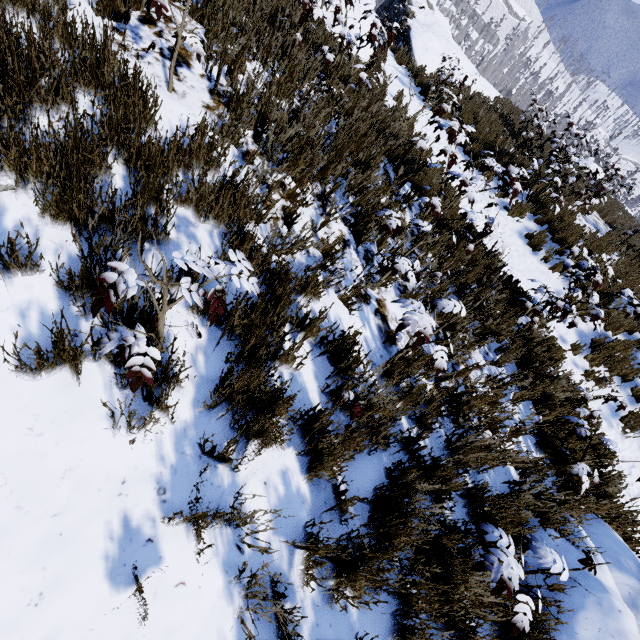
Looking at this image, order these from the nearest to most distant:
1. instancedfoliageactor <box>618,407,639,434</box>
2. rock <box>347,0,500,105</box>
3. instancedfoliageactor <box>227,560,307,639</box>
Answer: instancedfoliageactor <box>227,560,307,639</box>, instancedfoliageactor <box>618,407,639,434</box>, rock <box>347,0,500,105</box>

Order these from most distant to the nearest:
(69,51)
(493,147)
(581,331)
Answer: (493,147) → (581,331) → (69,51)

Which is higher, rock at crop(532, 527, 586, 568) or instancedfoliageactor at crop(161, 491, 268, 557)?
instancedfoliageactor at crop(161, 491, 268, 557)

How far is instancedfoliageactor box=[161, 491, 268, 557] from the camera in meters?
1.5

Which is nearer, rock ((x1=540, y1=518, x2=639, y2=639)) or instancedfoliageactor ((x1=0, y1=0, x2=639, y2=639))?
instancedfoliageactor ((x1=0, y1=0, x2=639, y2=639))

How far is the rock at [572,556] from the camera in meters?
2.9

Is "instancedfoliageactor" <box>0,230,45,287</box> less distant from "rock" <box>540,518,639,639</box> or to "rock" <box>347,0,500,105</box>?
"rock" <box>540,518,639,639</box>

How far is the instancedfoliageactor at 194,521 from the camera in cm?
151
